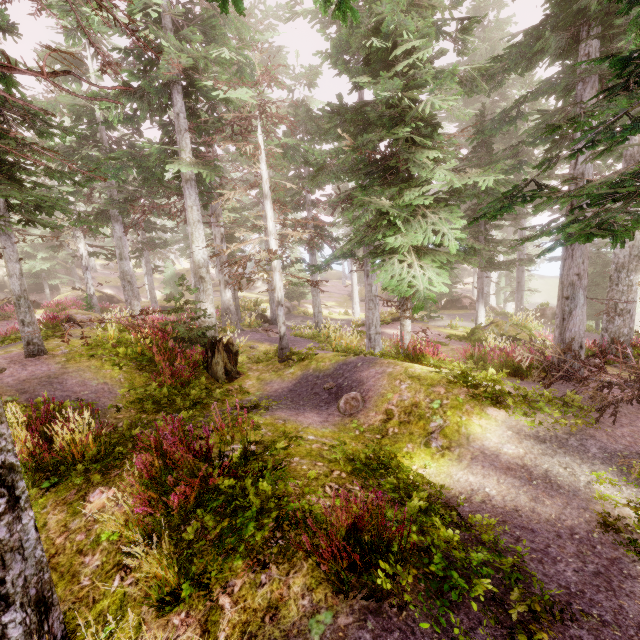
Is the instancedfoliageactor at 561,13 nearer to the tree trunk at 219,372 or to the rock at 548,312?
the rock at 548,312

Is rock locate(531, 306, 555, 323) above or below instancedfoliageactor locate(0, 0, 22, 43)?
below

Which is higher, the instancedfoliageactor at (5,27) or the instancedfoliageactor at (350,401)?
the instancedfoliageactor at (5,27)

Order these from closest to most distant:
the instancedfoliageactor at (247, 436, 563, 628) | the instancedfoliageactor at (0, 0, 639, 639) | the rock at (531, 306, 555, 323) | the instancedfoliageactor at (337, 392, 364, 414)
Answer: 1. the instancedfoliageactor at (247, 436, 563, 628)
2. the instancedfoliageactor at (0, 0, 639, 639)
3. the instancedfoliageactor at (337, 392, 364, 414)
4. the rock at (531, 306, 555, 323)

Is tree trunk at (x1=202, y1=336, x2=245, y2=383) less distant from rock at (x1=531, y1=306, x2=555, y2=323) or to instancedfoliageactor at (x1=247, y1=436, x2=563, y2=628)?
instancedfoliageactor at (x1=247, y1=436, x2=563, y2=628)

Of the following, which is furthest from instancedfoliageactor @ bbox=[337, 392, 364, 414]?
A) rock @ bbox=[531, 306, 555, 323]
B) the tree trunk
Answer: the tree trunk

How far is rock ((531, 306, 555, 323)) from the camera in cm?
2297

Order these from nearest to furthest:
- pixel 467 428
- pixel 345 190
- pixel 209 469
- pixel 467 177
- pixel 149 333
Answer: pixel 209 469, pixel 467 428, pixel 467 177, pixel 149 333, pixel 345 190
